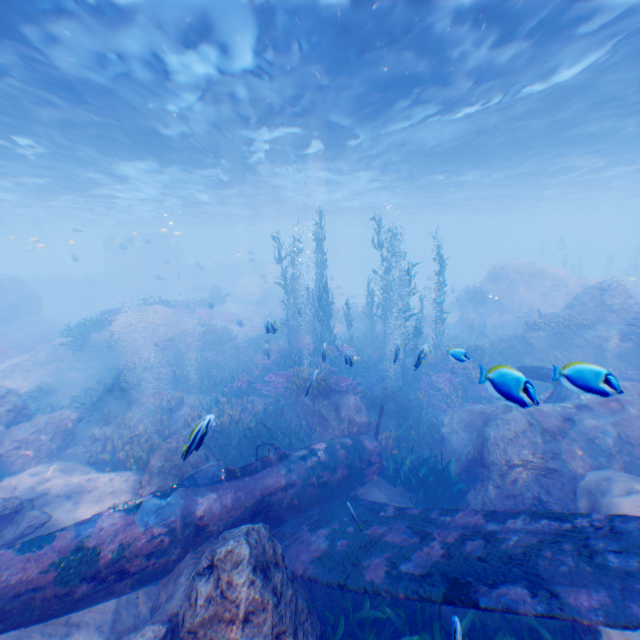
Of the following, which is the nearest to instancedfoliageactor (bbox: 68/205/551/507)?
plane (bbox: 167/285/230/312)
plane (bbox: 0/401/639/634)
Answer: plane (bbox: 0/401/639/634)

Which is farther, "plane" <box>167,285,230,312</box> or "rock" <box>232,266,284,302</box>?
"rock" <box>232,266,284,302</box>

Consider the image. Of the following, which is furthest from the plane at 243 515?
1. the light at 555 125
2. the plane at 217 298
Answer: the plane at 217 298

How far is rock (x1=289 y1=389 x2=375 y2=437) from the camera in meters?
10.9

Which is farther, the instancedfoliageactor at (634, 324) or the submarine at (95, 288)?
the submarine at (95, 288)

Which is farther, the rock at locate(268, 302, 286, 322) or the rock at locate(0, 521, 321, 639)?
the rock at locate(268, 302, 286, 322)

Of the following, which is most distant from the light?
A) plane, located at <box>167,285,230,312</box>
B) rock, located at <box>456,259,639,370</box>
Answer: plane, located at <box>167,285,230,312</box>

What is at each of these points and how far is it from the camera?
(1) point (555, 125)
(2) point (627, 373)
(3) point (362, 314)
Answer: (1) light, 17.0m
(2) instancedfoliageactor, 12.5m
(3) instancedfoliageactor, 30.5m
